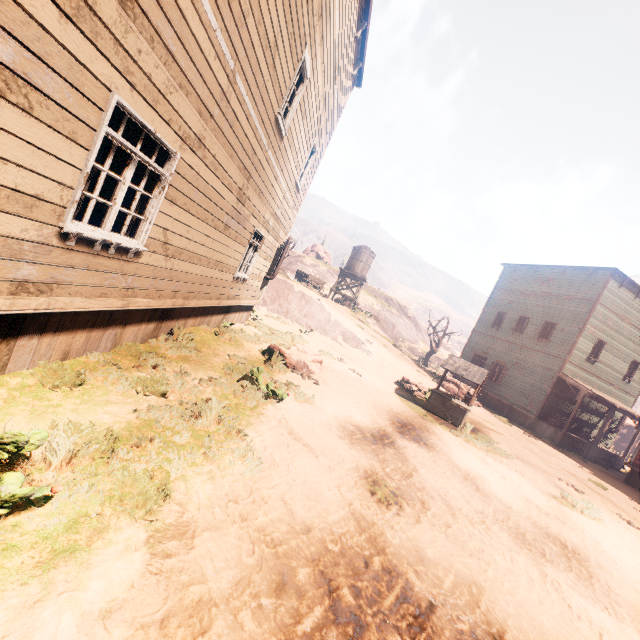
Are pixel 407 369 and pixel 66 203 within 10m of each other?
no

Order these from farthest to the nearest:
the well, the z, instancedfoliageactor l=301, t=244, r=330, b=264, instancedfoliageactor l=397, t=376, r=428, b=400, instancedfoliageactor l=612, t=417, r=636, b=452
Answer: instancedfoliageactor l=301, t=244, r=330, b=264, instancedfoliageactor l=612, t=417, r=636, b=452, instancedfoliageactor l=397, t=376, r=428, b=400, the well, the z

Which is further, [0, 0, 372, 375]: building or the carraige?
the carraige

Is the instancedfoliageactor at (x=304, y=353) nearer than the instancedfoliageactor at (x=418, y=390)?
Yes

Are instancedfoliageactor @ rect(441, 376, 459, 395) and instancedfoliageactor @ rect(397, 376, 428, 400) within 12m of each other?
yes

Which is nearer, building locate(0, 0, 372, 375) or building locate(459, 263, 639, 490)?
building locate(0, 0, 372, 375)

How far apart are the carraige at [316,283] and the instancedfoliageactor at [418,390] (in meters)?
18.10

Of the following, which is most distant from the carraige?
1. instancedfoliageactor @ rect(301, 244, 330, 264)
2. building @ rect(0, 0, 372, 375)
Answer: instancedfoliageactor @ rect(301, 244, 330, 264)
